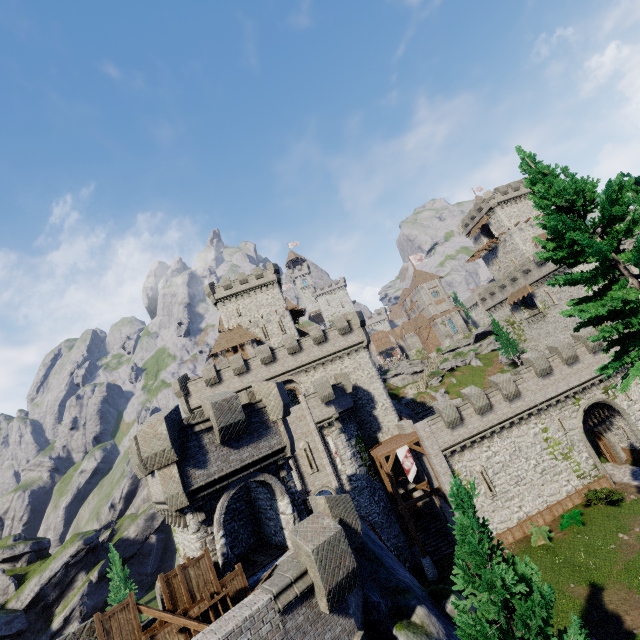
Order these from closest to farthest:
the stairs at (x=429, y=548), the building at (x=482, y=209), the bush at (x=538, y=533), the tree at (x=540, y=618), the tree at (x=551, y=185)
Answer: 1. the tree at (x=540, y=618)
2. the tree at (x=551, y=185)
3. the bush at (x=538, y=533)
4. the stairs at (x=429, y=548)
5. the building at (x=482, y=209)

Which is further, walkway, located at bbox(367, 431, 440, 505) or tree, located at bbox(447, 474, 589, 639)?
walkway, located at bbox(367, 431, 440, 505)

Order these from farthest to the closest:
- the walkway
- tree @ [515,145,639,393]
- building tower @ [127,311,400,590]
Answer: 1. the walkway
2. building tower @ [127,311,400,590]
3. tree @ [515,145,639,393]

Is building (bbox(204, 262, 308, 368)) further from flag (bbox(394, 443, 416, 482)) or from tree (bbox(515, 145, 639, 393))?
tree (bbox(515, 145, 639, 393))

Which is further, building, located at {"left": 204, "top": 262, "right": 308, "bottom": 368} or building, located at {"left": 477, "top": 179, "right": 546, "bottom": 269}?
building, located at {"left": 477, "top": 179, "right": 546, "bottom": 269}

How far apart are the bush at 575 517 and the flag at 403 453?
11.0 meters

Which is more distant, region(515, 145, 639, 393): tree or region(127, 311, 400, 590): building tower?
region(127, 311, 400, 590): building tower

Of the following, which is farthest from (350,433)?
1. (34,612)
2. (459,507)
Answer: (34,612)
